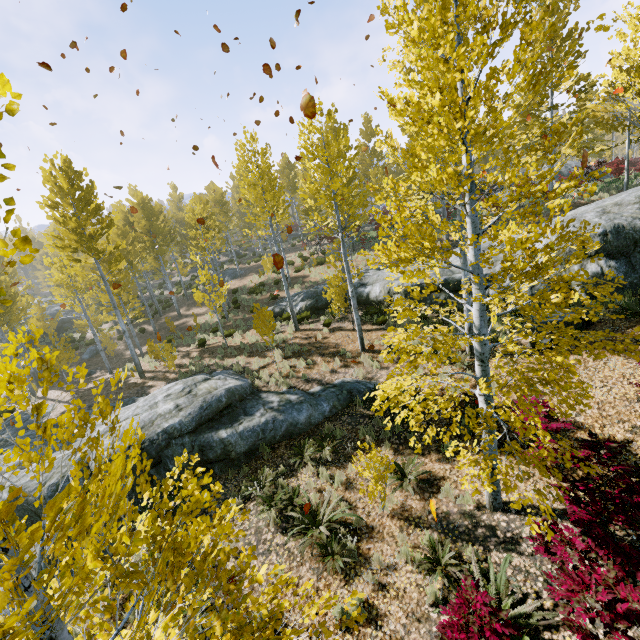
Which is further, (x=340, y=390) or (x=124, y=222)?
(x=124, y=222)

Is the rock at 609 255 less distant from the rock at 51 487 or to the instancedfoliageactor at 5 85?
the instancedfoliageactor at 5 85

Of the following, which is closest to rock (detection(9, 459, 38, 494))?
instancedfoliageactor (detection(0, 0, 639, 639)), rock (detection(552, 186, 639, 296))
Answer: instancedfoliageactor (detection(0, 0, 639, 639))

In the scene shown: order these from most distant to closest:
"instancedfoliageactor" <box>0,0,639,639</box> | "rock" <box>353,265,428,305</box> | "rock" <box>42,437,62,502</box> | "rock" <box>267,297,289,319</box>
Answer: "rock" <box>267,297,289,319</box>
"rock" <box>353,265,428,305</box>
"rock" <box>42,437,62,502</box>
"instancedfoliageactor" <box>0,0,639,639</box>

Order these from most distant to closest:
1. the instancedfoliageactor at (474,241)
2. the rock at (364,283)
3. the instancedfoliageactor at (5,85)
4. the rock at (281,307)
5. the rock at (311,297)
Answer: the rock at (281,307) → the rock at (311,297) → the rock at (364,283) → the instancedfoliageactor at (474,241) → the instancedfoliageactor at (5,85)

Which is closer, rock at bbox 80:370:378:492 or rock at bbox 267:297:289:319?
rock at bbox 80:370:378:492

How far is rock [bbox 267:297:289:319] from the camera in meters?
19.1
